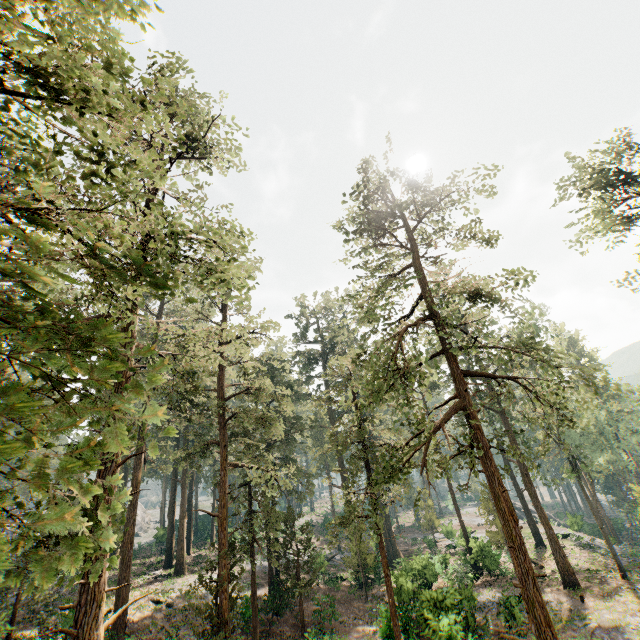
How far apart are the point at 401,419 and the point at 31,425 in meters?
17.3

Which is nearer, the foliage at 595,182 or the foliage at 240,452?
the foliage at 240,452

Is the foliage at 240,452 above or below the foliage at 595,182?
below

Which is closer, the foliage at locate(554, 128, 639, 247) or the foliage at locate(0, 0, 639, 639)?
the foliage at locate(0, 0, 639, 639)

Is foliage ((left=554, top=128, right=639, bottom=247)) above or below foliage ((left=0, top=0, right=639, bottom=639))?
above
